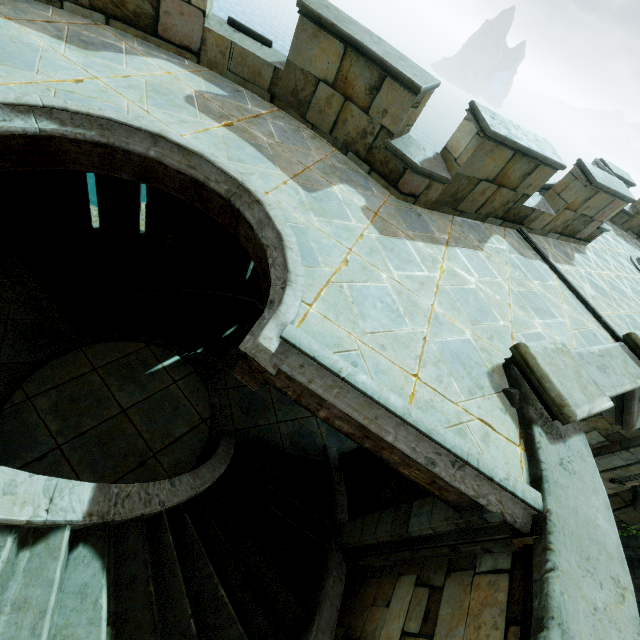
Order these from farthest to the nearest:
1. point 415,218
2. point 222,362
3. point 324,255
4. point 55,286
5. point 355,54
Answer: point 55,286 < point 222,362 < point 415,218 < point 355,54 < point 324,255

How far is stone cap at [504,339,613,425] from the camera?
3.3m

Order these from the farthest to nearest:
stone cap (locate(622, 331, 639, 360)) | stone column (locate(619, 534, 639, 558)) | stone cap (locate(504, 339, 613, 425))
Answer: stone column (locate(619, 534, 639, 558)) → stone cap (locate(622, 331, 639, 360)) → stone cap (locate(504, 339, 613, 425))

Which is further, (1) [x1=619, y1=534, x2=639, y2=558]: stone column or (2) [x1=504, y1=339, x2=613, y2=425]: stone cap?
(1) [x1=619, y1=534, x2=639, y2=558]: stone column

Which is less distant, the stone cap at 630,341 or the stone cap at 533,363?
the stone cap at 533,363

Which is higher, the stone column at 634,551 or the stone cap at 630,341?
the stone cap at 630,341

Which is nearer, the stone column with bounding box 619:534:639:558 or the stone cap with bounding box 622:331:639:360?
the stone cap with bounding box 622:331:639:360

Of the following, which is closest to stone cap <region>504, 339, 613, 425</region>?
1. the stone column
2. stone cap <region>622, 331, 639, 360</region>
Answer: stone cap <region>622, 331, 639, 360</region>
